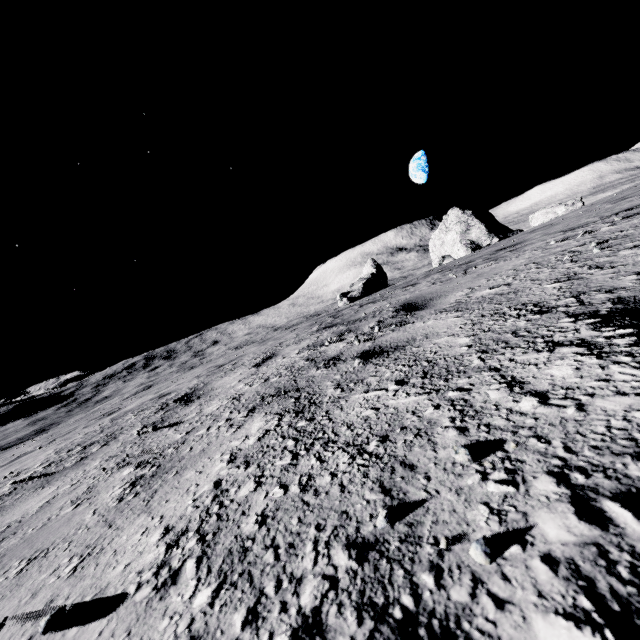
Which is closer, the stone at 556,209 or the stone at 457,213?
the stone at 556,209

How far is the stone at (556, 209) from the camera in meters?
21.2 m

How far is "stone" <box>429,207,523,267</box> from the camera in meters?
30.1 m

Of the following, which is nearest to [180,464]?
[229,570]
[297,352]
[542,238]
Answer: [229,570]

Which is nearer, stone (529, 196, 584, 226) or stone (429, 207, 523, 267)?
stone (529, 196, 584, 226)

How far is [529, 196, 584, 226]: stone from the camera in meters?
21.2 m
